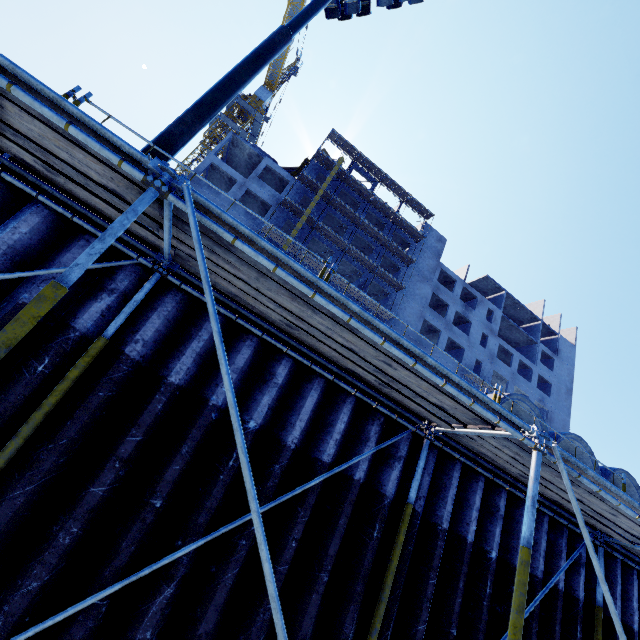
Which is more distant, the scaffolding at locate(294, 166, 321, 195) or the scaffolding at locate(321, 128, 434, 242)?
the scaffolding at locate(321, 128, 434, 242)

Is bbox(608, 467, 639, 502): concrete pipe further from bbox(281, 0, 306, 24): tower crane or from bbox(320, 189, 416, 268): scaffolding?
bbox(281, 0, 306, 24): tower crane

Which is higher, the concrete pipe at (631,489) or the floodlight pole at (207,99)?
the floodlight pole at (207,99)

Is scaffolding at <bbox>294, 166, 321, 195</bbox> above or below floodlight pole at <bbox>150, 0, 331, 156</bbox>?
above

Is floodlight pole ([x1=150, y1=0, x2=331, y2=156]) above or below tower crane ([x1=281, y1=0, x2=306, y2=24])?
below

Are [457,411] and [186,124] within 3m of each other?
no

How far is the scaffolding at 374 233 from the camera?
34.56m

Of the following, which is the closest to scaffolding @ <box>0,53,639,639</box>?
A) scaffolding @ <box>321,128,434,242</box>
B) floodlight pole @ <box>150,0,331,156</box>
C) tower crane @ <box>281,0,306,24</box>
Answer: floodlight pole @ <box>150,0,331,156</box>
